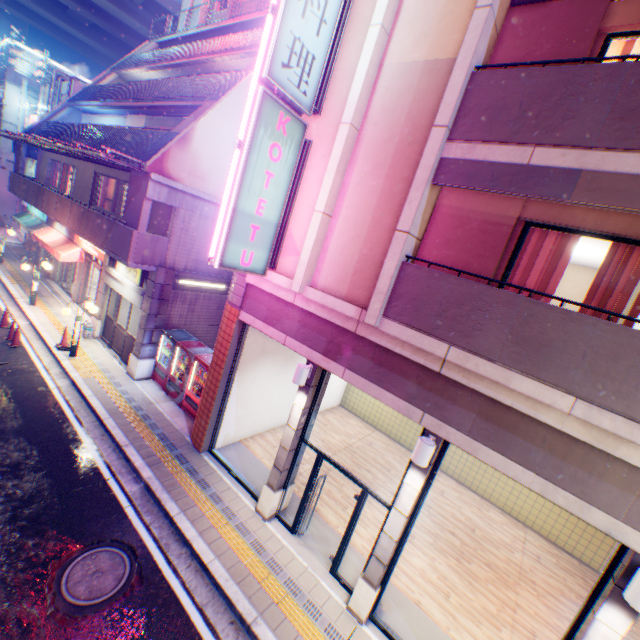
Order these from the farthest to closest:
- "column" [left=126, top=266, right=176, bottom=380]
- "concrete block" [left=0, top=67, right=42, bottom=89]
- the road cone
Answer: "concrete block" [left=0, top=67, right=42, bottom=89] < the road cone < "column" [left=126, top=266, right=176, bottom=380]

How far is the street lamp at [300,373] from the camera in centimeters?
686cm

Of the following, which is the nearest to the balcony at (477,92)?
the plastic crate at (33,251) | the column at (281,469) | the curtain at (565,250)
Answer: the curtain at (565,250)

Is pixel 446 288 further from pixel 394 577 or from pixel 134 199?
pixel 134 199

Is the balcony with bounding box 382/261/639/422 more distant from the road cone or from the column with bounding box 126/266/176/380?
the road cone

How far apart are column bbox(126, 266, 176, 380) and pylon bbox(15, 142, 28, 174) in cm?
1594

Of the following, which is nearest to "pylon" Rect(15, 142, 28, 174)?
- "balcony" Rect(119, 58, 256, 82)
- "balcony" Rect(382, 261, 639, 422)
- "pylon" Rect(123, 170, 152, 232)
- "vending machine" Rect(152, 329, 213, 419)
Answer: "balcony" Rect(119, 58, 256, 82)

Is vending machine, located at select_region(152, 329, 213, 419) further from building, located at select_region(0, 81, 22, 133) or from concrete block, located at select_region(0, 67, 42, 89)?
concrete block, located at select_region(0, 67, 42, 89)
